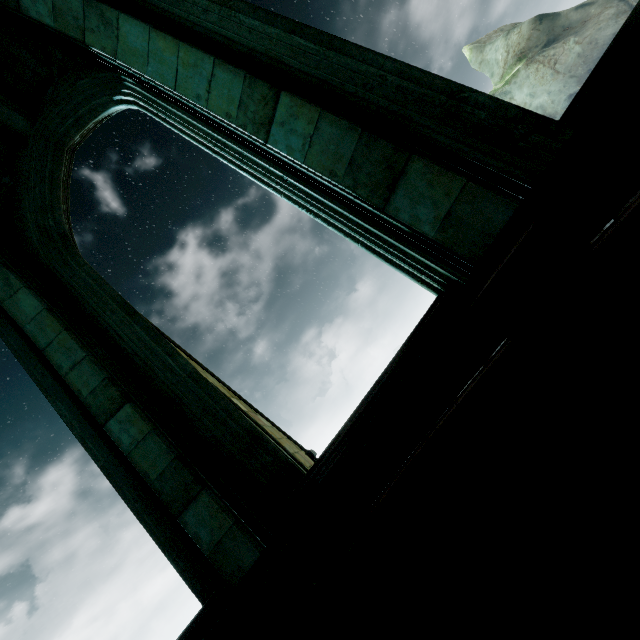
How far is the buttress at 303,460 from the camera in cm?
621

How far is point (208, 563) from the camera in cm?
279

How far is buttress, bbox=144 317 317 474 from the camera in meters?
6.2

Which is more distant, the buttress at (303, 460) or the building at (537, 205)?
the buttress at (303, 460)

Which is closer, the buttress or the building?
the building
